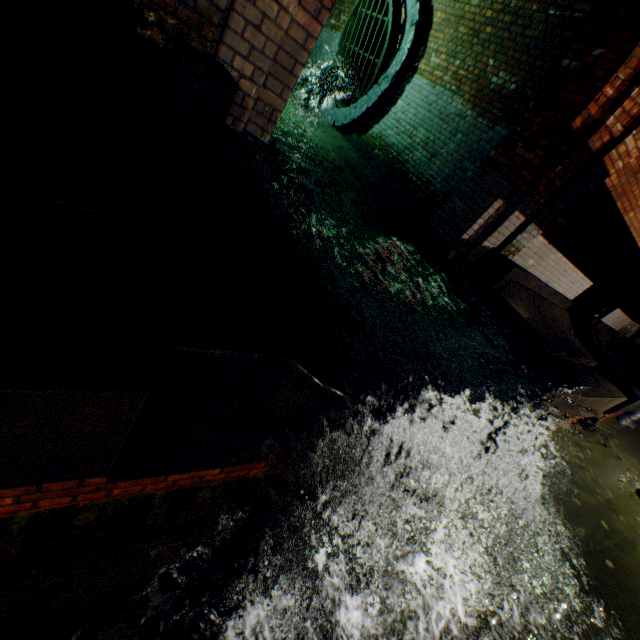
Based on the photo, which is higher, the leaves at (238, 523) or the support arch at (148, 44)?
the support arch at (148, 44)

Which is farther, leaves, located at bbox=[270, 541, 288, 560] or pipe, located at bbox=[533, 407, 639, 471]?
pipe, located at bbox=[533, 407, 639, 471]

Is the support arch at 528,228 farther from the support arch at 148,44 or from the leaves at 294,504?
the leaves at 294,504

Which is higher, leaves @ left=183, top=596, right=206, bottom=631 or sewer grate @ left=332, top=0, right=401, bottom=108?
sewer grate @ left=332, top=0, right=401, bottom=108

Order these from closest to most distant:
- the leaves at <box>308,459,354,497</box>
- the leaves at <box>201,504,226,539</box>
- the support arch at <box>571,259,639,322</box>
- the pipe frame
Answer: the leaves at <box>201,504,226,539</box>, the leaves at <box>308,459,354,497</box>, the pipe frame, the support arch at <box>571,259,639,322</box>

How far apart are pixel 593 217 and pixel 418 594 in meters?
8.0

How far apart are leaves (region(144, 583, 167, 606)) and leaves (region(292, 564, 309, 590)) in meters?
0.7 m
